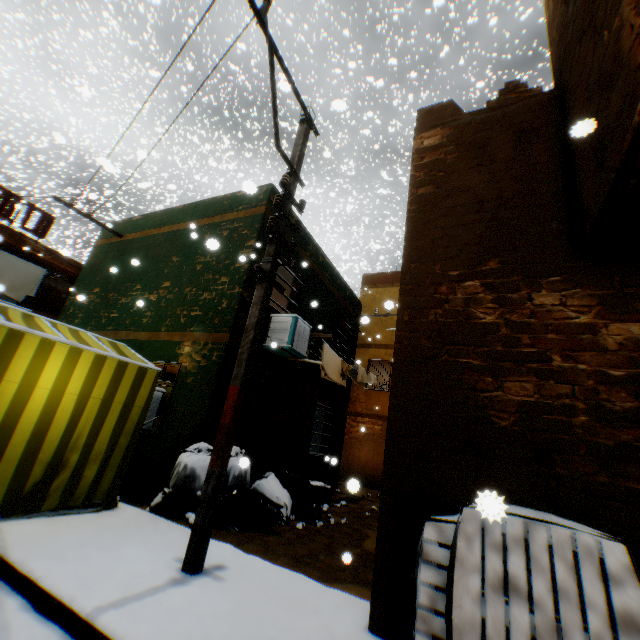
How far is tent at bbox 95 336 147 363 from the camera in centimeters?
548cm

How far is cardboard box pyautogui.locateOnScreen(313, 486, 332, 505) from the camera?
7.9 meters

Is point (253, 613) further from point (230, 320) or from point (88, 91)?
point (88, 91)

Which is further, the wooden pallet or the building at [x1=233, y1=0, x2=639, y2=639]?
the building at [x1=233, y1=0, x2=639, y2=639]

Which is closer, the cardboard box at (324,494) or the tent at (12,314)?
the tent at (12,314)

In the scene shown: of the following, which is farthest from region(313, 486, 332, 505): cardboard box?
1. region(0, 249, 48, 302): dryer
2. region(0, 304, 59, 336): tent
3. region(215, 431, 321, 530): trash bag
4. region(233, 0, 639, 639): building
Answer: region(0, 249, 48, 302): dryer

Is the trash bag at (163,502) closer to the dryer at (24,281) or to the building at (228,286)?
the building at (228,286)

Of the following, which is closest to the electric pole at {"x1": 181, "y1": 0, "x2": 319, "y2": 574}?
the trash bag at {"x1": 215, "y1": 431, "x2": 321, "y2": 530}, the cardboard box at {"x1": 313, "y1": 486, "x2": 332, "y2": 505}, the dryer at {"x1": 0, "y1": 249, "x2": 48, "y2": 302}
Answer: the trash bag at {"x1": 215, "y1": 431, "x2": 321, "y2": 530}
